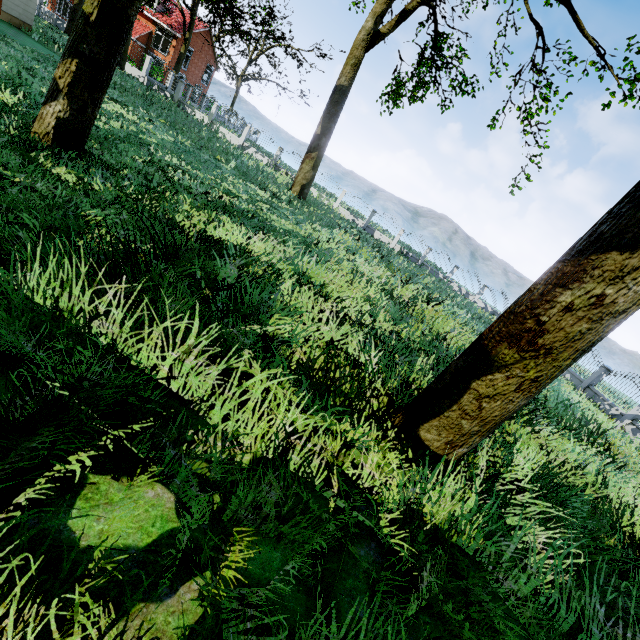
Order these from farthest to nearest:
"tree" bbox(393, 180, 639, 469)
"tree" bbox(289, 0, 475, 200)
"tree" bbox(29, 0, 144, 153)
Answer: "tree" bbox(289, 0, 475, 200), "tree" bbox(29, 0, 144, 153), "tree" bbox(393, 180, 639, 469)

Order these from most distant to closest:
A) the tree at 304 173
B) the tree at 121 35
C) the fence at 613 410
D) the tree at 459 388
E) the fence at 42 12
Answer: the fence at 42 12, the tree at 304 173, the fence at 613 410, the tree at 121 35, the tree at 459 388

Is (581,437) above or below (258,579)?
above

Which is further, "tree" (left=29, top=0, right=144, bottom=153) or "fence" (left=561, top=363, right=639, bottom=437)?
"fence" (left=561, top=363, right=639, bottom=437)

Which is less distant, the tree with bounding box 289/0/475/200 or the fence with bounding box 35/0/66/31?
the tree with bounding box 289/0/475/200

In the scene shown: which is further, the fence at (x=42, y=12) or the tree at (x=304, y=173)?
the fence at (x=42, y=12)

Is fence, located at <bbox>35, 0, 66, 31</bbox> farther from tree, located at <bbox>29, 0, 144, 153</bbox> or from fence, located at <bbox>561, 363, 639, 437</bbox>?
fence, located at <bbox>561, 363, 639, 437</bbox>

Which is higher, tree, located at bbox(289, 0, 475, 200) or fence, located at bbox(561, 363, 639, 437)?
tree, located at bbox(289, 0, 475, 200)
